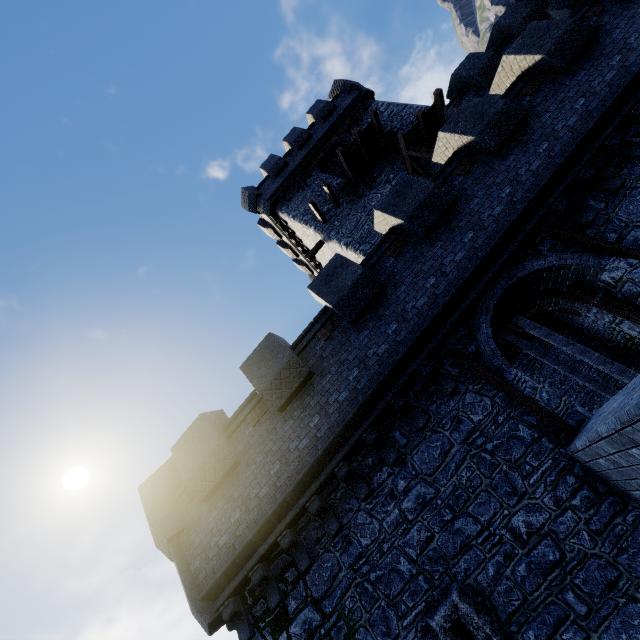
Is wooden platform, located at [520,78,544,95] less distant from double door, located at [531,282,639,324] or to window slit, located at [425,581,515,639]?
double door, located at [531,282,639,324]

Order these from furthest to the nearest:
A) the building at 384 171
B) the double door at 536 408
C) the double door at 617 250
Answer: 1. the building at 384 171
2. the double door at 617 250
3. the double door at 536 408

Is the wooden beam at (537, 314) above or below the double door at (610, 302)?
above

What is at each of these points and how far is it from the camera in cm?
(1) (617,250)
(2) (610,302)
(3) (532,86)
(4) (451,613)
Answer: (1) double door, 668
(2) double door, 721
(3) wooden platform, 901
(4) window slit, 550

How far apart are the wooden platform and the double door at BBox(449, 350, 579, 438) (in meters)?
7.64

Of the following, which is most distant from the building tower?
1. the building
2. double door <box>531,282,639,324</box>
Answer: the building

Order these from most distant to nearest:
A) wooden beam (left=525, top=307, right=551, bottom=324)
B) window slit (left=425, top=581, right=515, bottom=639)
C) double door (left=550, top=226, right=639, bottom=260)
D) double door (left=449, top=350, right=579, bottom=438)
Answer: wooden beam (left=525, top=307, right=551, bottom=324)
double door (left=550, top=226, right=639, bottom=260)
double door (left=449, top=350, right=579, bottom=438)
window slit (left=425, top=581, right=515, bottom=639)

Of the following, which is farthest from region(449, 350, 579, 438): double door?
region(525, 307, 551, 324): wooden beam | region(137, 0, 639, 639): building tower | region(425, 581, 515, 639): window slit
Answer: region(525, 307, 551, 324): wooden beam
